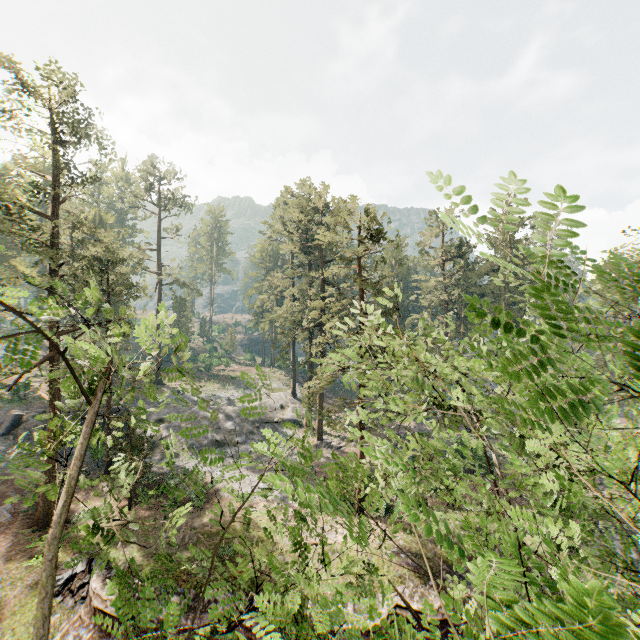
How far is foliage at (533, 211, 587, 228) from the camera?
2.21m

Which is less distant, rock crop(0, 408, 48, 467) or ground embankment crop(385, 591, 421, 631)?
ground embankment crop(385, 591, 421, 631)

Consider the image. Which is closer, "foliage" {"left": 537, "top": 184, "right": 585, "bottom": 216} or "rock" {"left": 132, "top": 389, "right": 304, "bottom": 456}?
"foliage" {"left": 537, "top": 184, "right": 585, "bottom": 216}

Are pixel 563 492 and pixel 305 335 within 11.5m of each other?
no

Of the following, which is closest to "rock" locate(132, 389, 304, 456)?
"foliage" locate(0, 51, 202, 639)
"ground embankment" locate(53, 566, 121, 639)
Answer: "foliage" locate(0, 51, 202, 639)

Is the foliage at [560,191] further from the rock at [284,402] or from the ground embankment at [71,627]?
the ground embankment at [71,627]

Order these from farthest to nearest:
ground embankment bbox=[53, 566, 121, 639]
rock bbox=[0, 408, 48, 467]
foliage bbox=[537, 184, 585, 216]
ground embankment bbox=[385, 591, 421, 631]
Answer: rock bbox=[0, 408, 48, 467], ground embankment bbox=[385, 591, 421, 631], ground embankment bbox=[53, 566, 121, 639], foliage bbox=[537, 184, 585, 216]
